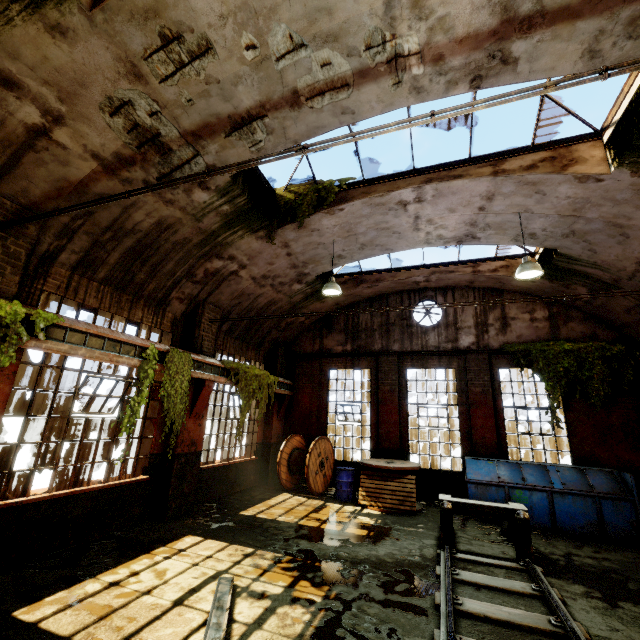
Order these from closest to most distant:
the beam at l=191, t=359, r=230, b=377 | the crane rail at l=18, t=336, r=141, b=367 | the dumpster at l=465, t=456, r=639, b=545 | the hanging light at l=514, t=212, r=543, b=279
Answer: the crane rail at l=18, t=336, r=141, b=367, the hanging light at l=514, t=212, r=543, b=279, the dumpster at l=465, t=456, r=639, b=545, the beam at l=191, t=359, r=230, b=377

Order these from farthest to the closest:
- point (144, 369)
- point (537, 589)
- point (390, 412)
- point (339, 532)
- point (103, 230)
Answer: point (390, 412) < point (339, 532) < point (144, 369) < point (103, 230) < point (537, 589)

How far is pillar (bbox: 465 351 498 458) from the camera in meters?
10.6

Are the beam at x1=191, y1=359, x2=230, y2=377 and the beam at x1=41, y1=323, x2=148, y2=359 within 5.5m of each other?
yes

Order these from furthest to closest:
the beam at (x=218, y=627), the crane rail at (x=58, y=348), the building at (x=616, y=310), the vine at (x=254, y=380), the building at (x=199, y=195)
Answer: the vine at (x=254, y=380)
the building at (x=616, y=310)
the building at (x=199, y=195)
the crane rail at (x=58, y=348)
the beam at (x=218, y=627)

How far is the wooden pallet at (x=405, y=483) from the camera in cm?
928

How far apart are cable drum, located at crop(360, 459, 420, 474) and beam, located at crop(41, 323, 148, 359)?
7.0m

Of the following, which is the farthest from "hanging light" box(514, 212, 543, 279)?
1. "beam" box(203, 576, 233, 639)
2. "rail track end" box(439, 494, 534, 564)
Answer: "beam" box(203, 576, 233, 639)
